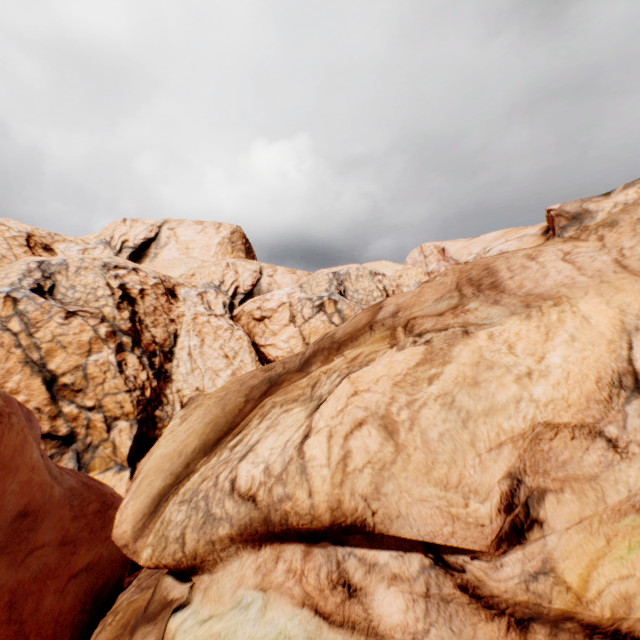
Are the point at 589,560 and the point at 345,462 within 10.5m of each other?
yes
